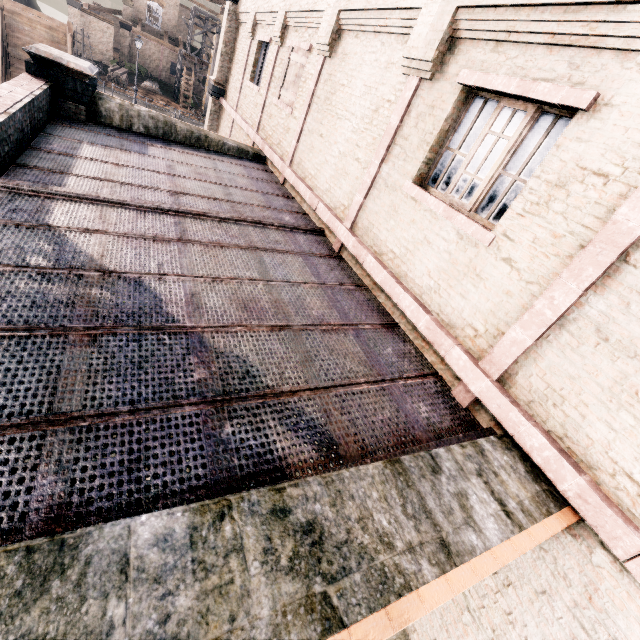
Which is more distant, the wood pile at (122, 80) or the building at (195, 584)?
the wood pile at (122, 80)

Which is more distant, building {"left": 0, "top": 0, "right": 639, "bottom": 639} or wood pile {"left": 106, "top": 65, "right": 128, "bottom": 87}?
wood pile {"left": 106, "top": 65, "right": 128, "bottom": 87}

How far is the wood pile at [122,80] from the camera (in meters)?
35.97

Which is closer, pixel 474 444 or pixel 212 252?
pixel 474 444

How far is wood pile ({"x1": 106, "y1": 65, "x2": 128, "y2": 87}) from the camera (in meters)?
35.97

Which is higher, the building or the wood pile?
the building
